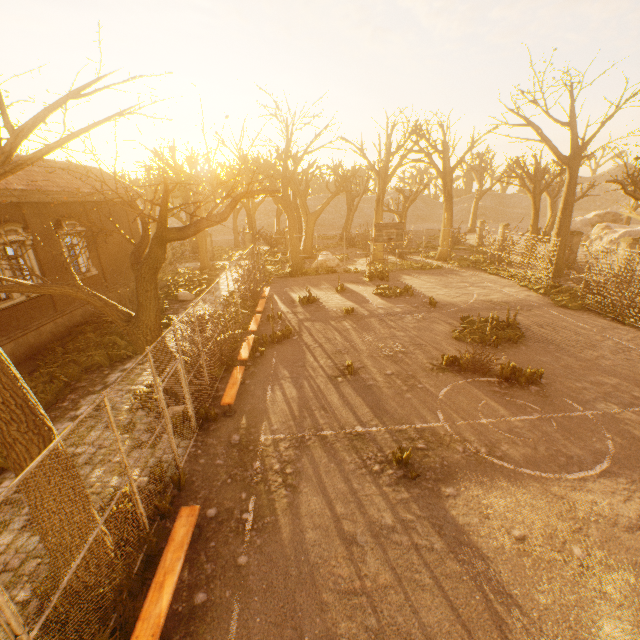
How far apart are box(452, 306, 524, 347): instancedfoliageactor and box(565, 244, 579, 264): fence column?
14.51m

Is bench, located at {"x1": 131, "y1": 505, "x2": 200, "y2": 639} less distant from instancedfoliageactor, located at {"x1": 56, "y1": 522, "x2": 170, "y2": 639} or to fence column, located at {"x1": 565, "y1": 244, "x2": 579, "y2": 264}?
instancedfoliageactor, located at {"x1": 56, "y1": 522, "x2": 170, "y2": 639}

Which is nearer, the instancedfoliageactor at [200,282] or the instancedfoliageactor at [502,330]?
the instancedfoliageactor at [502,330]

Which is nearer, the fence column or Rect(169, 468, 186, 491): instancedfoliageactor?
Rect(169, 468, 186, 491): instancedfoliageactor

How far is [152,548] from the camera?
5.2 meters

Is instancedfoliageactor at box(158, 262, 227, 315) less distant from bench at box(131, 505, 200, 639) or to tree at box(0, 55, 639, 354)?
tree at box(0, 55, 639, 354)

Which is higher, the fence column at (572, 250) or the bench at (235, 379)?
the fence column at (572, 250)

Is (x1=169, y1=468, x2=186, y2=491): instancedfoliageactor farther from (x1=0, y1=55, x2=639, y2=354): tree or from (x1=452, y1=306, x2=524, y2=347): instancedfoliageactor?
(x1=452, y1=306, x2=524, y2=347): instancedfoliageactor
